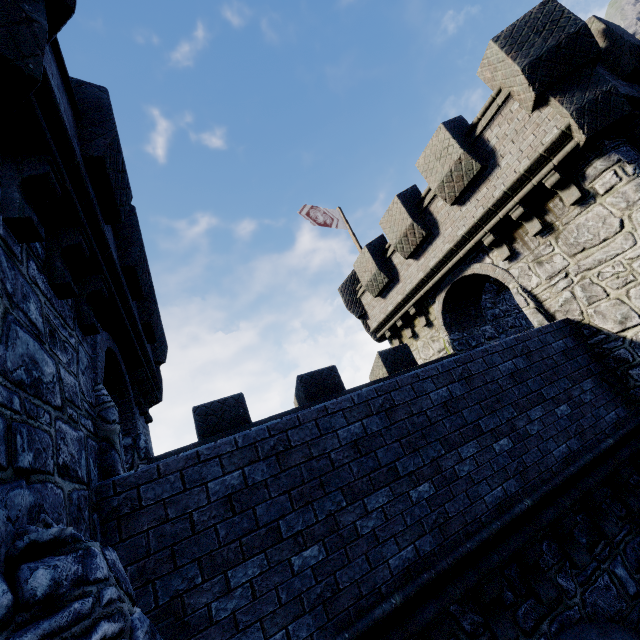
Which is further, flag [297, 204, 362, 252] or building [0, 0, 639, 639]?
flag [297, 204, 362, 252]

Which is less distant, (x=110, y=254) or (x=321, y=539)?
(x=321, y=539)

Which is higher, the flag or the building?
the flag

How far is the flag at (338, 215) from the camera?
15.3 meters

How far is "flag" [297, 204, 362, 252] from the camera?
15.3m

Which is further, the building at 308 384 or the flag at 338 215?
the flag at 338 215
